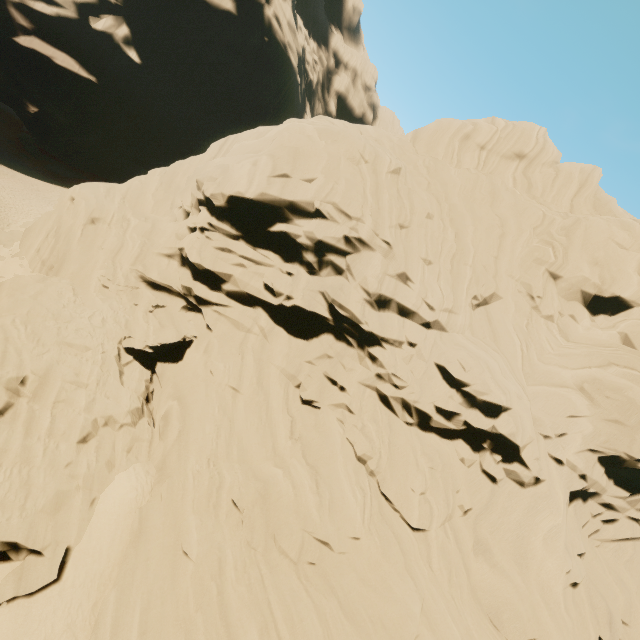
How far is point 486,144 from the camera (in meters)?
25.16
